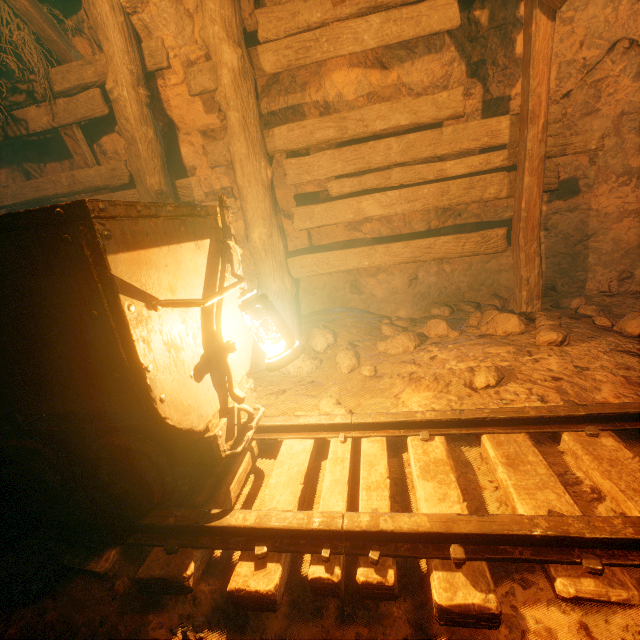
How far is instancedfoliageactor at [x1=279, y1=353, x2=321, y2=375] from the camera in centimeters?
313cm

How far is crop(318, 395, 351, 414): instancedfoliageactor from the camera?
2.4m

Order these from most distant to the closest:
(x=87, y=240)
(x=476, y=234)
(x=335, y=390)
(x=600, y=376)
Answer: (x=476, y=234) → (x=335, y=390) → (x=600, y=376) → (x=87, y=240)

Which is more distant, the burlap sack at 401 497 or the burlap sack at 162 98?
the burlap sack at 162 98

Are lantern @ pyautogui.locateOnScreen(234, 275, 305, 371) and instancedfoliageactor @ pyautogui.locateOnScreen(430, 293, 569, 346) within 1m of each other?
no

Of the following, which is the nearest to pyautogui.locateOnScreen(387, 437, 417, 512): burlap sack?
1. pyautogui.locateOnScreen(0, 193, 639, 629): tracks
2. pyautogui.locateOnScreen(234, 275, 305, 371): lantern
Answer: pyautogui.locateOnScreen(0, 193, 639, 629): tracks

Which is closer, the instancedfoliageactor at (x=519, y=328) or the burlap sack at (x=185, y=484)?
the burlap sack at (x=185, y=484)
